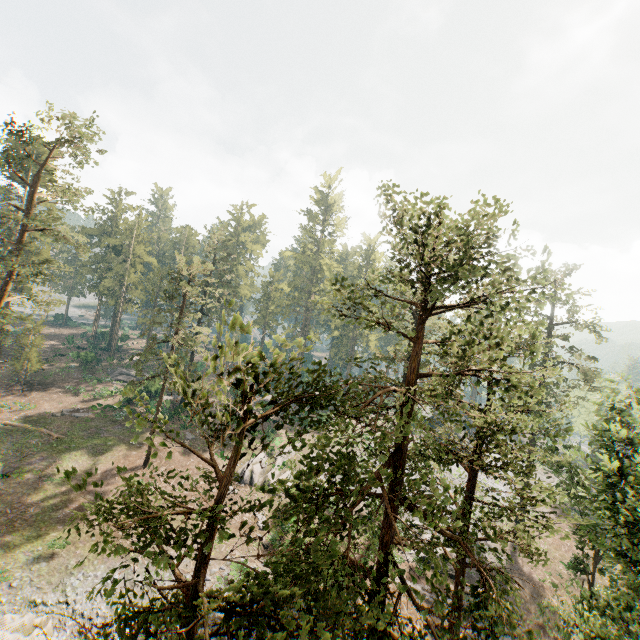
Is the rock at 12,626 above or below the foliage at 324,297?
below

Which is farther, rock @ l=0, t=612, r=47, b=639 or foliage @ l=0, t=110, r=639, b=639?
rock @ l=0, t=612, r=47, b=639

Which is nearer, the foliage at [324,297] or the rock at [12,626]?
the foliage at [324,297]

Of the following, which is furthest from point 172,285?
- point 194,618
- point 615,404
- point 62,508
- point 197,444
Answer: point 615,404

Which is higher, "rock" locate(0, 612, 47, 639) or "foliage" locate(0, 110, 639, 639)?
"foliage" locate(0, 110, 639, 639)
